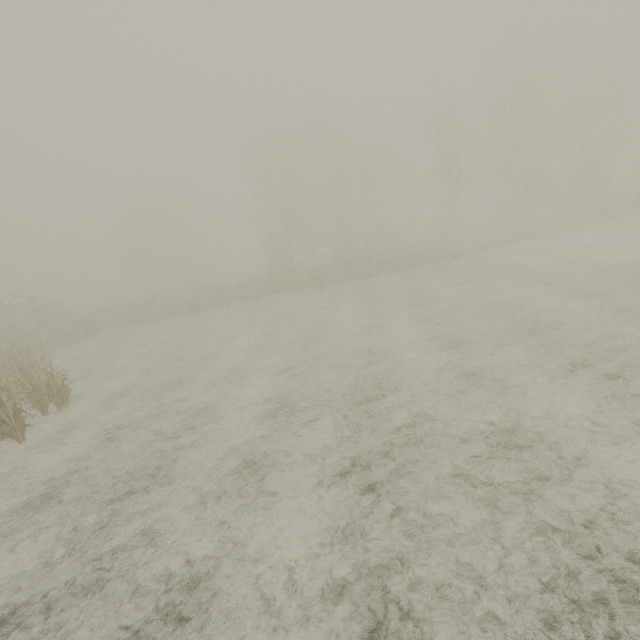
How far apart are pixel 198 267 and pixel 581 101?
57.5m
